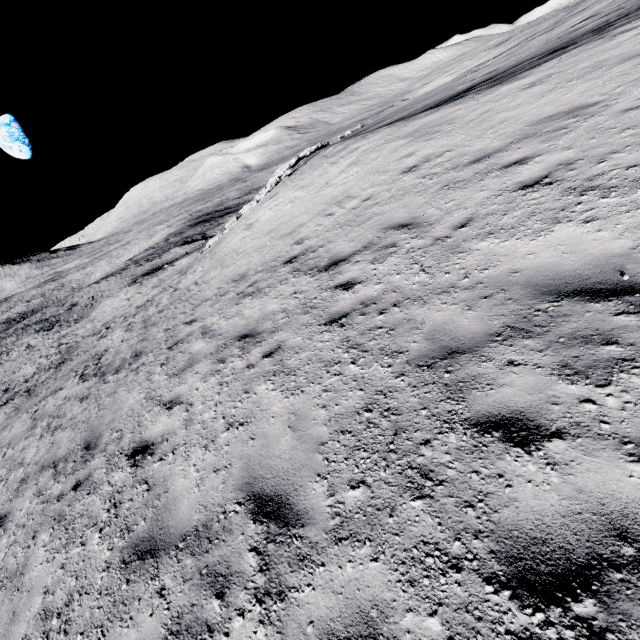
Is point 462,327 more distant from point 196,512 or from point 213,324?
point 213,324

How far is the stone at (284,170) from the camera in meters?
21.9 m

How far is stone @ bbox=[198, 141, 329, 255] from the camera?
21.9m
